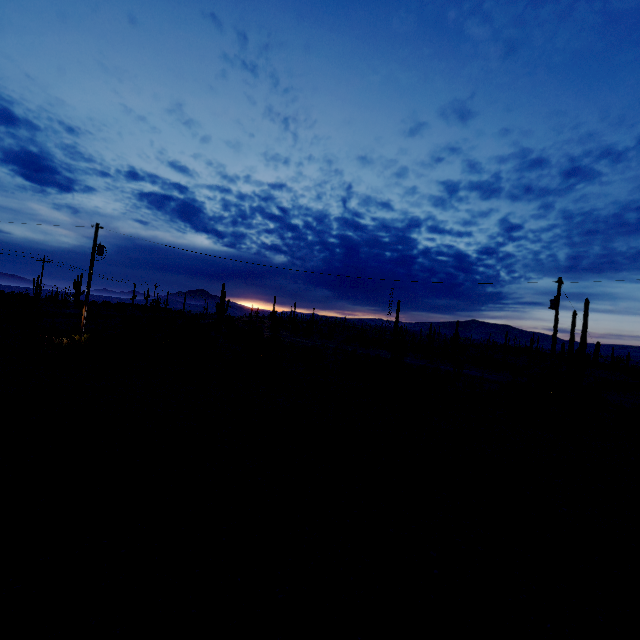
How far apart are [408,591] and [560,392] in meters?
27.8
